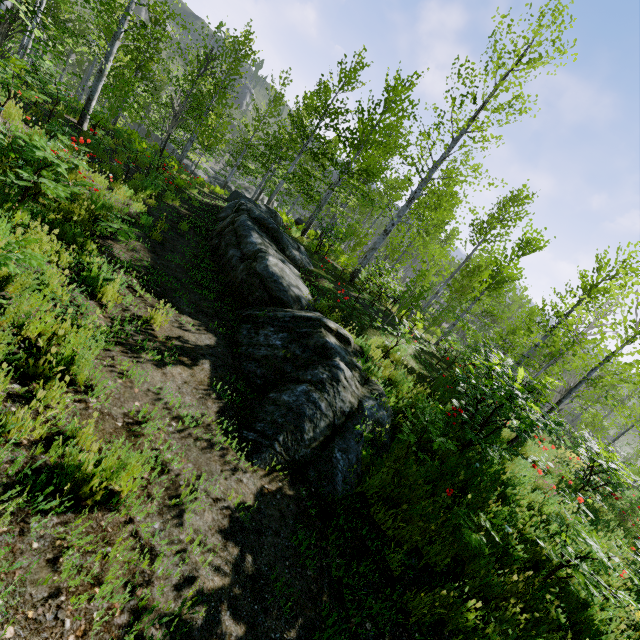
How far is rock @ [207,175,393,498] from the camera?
4.12m

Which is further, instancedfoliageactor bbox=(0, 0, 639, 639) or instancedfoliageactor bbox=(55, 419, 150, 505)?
instancedfoliageactor bbox=(0, 0, 639, 639)

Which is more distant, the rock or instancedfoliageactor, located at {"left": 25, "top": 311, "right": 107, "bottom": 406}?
the rock

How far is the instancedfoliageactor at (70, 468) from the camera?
2.2 meters

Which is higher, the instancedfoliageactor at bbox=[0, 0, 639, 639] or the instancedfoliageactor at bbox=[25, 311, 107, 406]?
the instancedfoliageactor at bbox=[0, 0, 639, 639]

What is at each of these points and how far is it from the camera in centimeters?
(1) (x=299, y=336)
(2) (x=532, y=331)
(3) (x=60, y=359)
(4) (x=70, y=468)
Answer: (1) rock, 565cm
(2) instancedfoliageactor, 1755cm
(3) instancedfoliageactor, 288cm
(4) instancedfoliageactor, 215cm

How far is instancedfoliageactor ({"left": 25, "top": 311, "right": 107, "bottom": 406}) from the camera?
2.6 meters
